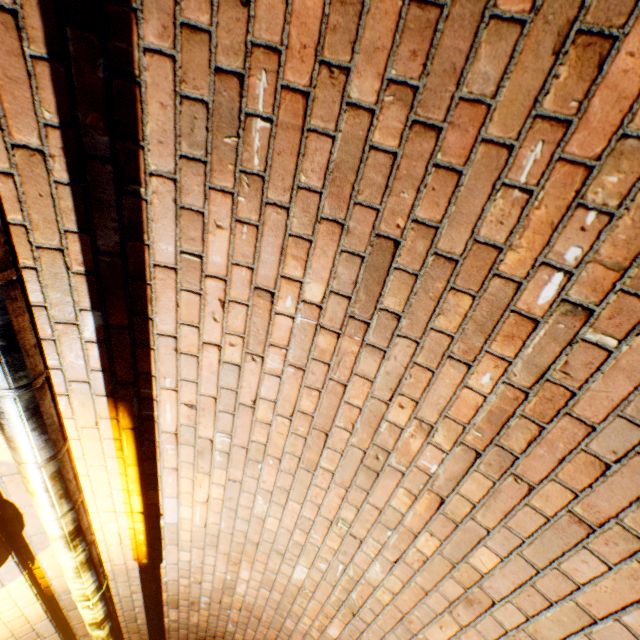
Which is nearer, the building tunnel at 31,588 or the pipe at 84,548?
the pipe at 84,548

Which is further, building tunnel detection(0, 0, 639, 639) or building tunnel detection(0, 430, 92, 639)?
building tunnel detection(0, 430, 92, 639)

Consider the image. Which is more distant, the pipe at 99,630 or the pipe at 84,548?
the pipe at 99,630

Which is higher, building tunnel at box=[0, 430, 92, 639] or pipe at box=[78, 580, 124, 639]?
building tunnel at box=[0, 430, 92, 639]

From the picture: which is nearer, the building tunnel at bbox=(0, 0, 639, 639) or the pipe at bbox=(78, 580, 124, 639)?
the building tunnel at bbox=(0, 0, 639, 639)

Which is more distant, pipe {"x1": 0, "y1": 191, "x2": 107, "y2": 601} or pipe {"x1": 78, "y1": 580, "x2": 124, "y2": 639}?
pipe {"x1": 78, "y1": 580, "x2": 124, "y2": 639}

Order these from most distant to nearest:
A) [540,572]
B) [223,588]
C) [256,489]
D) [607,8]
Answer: [223,588] → [256,489] → [540,572] → [607,8]
